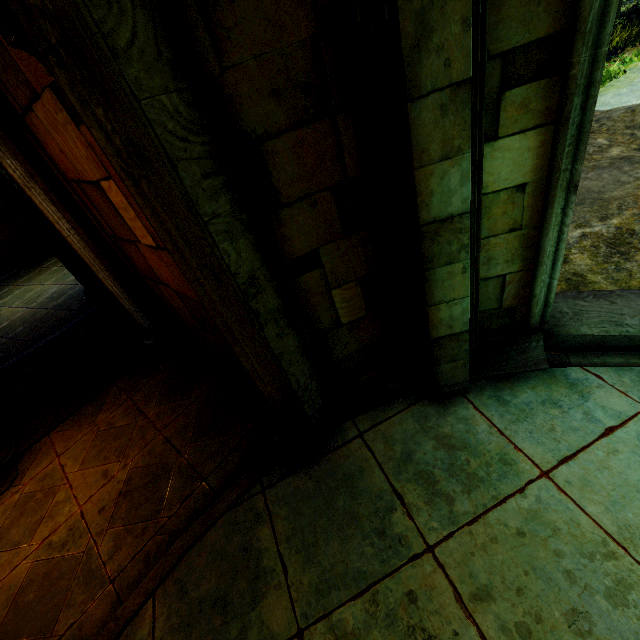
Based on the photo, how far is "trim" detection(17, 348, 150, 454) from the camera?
4.8m

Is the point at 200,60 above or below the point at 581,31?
above

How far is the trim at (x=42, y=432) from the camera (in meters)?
4.79
